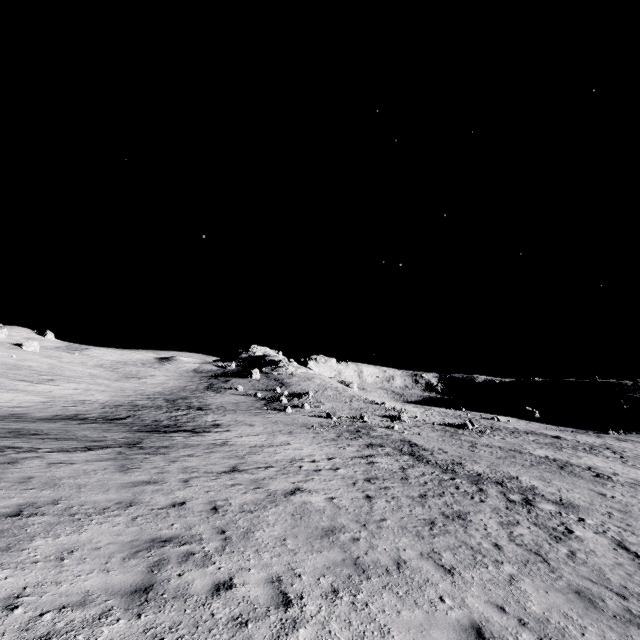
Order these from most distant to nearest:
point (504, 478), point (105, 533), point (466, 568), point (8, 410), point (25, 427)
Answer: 1. point (8, 410)
2. point (504, 478)
3. point (25, 427)
4. point (466, 568)
5. point (105, 533)
